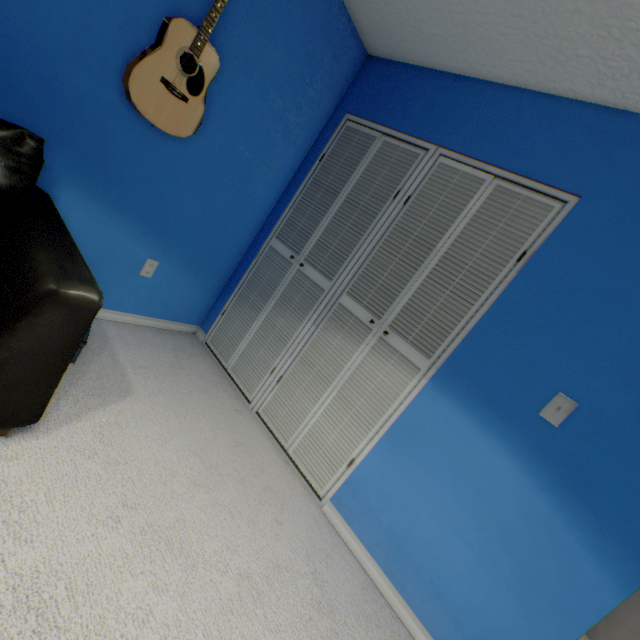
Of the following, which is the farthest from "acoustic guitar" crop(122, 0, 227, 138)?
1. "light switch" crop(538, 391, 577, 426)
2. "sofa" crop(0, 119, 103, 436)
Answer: "light switch" crop(538, 391, 577, 426)

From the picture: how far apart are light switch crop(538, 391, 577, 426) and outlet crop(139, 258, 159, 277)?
2.3 meters

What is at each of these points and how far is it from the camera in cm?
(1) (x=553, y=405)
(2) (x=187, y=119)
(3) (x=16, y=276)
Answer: (1) light switch, 139
(2) acoustic guitar, 171
(3) sofa, 100

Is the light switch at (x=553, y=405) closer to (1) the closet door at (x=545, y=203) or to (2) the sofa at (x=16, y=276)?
(1) the closet door at (x=545, y=203)

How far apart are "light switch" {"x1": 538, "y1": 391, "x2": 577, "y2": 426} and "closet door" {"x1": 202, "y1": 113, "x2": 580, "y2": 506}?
0.5 meters

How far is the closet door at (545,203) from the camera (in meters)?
1.66

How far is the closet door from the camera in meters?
1.7

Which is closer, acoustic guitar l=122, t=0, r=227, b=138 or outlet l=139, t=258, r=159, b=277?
acoustic guitar l=122, t=0, r=227, b=138
